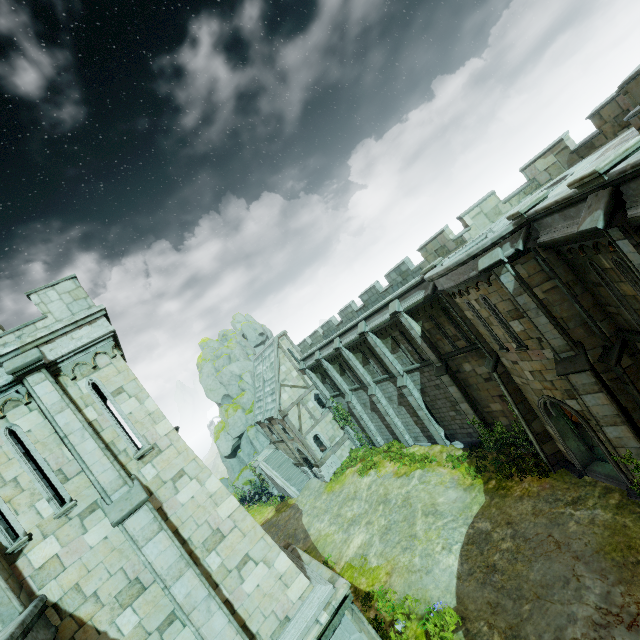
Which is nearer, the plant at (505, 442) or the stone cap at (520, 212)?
the stone cap at (520, 212)

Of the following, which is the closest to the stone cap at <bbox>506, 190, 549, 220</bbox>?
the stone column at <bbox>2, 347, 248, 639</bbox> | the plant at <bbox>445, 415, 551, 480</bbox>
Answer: the plant at <bbox>445, 415, 551, 480</bbox>

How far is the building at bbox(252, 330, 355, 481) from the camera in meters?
29.3

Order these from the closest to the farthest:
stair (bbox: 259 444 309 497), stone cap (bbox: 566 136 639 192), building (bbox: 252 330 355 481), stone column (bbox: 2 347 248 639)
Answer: stone cap (bbox: 566 136 639 192) < stone column (bbox: 2 347 248 639) < building (bbox: 252 330 355 481) < stair (bbox: 259 444 309 497)

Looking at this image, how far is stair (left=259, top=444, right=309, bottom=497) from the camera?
31.7m

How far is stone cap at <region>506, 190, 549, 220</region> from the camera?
9.3 meters

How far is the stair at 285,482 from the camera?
31.7 meters

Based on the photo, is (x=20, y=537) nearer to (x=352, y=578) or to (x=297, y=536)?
(x=352, y=578)
